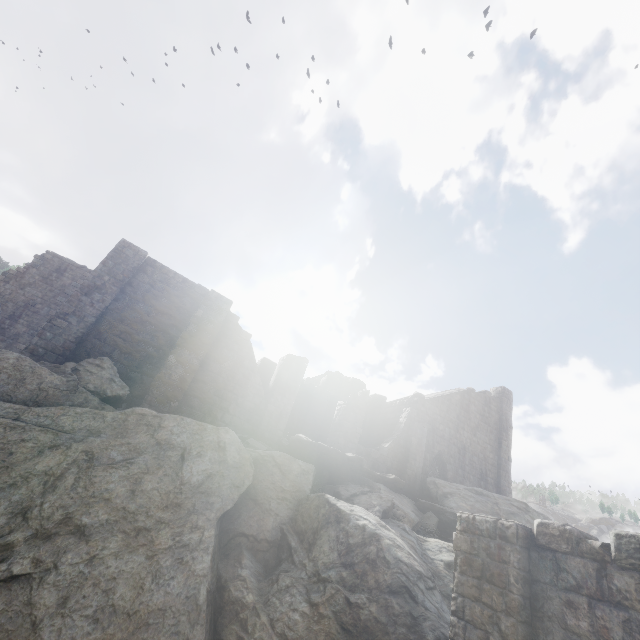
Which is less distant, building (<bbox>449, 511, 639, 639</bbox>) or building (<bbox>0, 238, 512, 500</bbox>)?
building (<bbox>449, 511, 639, 639</bbox>)

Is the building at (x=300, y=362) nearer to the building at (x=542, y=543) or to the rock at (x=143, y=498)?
the rock at (x=143, y=498)

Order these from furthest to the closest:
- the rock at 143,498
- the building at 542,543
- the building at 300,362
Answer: the building at 300,362
the rock at 143,498
the building at 542,543

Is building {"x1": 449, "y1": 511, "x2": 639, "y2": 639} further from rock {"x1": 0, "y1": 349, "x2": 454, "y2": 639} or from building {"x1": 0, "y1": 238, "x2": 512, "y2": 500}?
building {"x1": 0, "y1": 238, "x2": 512, "y2": 500}

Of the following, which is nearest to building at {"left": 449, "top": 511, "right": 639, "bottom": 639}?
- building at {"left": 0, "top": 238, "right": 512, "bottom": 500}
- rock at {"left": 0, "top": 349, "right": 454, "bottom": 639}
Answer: rock at {"left": 0, "top": 349, "right": 454, "bottom": 639}

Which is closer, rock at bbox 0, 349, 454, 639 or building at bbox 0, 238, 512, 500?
rock at bbox 0, 349, 454, 639

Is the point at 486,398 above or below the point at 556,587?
above
